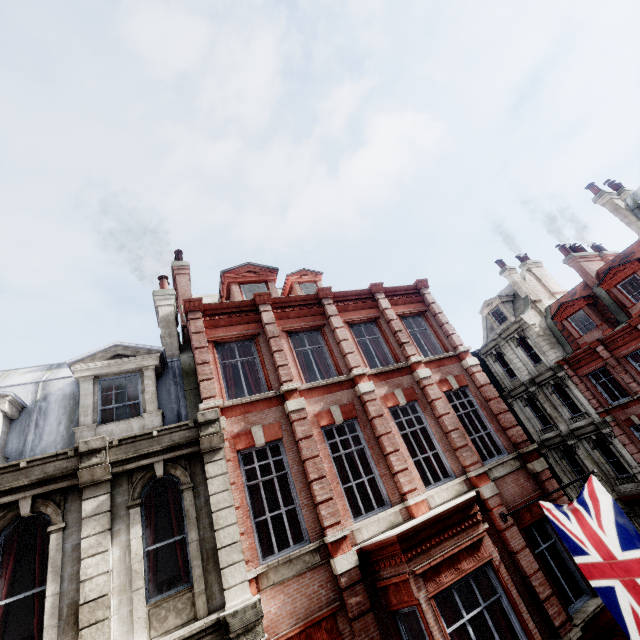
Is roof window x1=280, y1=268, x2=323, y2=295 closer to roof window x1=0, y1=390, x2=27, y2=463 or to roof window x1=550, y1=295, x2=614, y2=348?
roof window x1=0, y1=390, x2=27, y2=463

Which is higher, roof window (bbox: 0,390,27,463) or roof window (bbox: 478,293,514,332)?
roof window (bbox: 478,293,514,332)

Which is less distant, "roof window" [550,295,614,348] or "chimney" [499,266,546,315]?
"roof window" [550,295,614,348]

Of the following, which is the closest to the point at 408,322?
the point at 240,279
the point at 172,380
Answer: the point at 240,279

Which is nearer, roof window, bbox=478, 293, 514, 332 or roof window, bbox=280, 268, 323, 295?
roof window, bbox=280, 268, 323, 295

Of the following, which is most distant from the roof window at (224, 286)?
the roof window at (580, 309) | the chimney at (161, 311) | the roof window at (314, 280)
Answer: the roof window at (580, 309)

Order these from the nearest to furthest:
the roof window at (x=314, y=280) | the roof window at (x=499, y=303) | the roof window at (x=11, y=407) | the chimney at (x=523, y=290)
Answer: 1. the roof window at (x=11, y=407)
2. the roof window at (x=314, y=280)
3. the chimney at (x=523, y=290)
4. the roof window at (x=499, y=303)

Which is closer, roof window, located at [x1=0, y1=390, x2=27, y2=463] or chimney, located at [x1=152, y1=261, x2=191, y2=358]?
roof window, located at [x1=0, y1=390, x2=27, y2=463]
